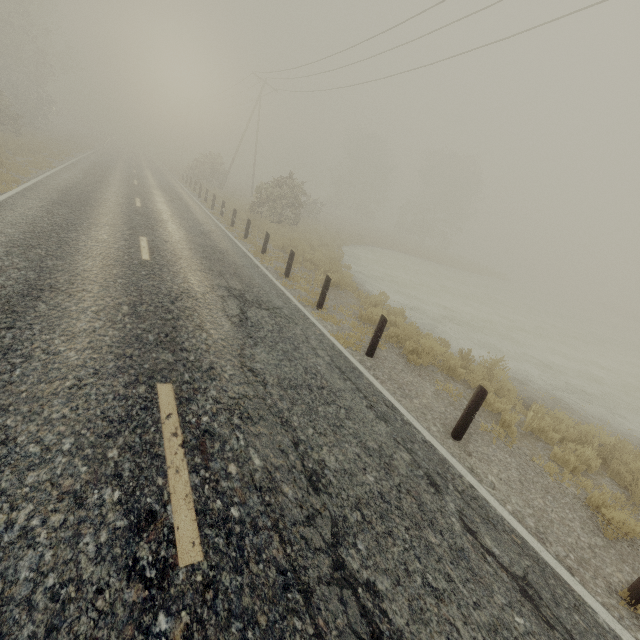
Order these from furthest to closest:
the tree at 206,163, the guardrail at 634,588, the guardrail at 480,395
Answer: the tree at 206,163, the guardrail at 480,395, the guardrail at 634,588

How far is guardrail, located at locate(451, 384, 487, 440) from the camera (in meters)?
5.07

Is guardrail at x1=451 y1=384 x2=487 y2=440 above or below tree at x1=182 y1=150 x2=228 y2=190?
below

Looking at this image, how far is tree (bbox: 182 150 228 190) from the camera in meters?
32.8

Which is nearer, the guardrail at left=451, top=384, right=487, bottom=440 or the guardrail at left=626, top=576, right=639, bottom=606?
the guardrail at left=626, top=576, right=639, bottom=606

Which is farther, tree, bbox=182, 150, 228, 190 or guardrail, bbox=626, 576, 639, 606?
tree, bbox=182, 150, 228, 190

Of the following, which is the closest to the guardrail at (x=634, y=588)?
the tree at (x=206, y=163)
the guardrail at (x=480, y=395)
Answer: the guardrail at (x=480, y=395)

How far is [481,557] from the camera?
3.3 meters
